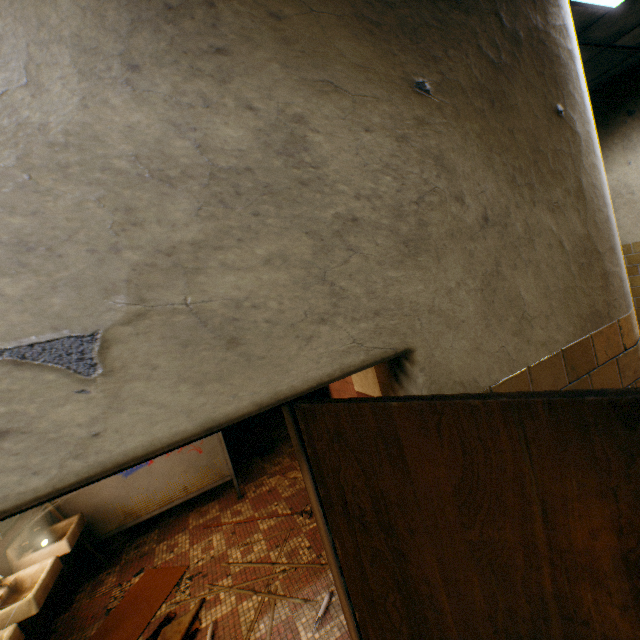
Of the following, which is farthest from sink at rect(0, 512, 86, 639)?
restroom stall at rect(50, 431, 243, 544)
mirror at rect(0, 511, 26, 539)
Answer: restroom stall at rect(50, 431, 243, 544)

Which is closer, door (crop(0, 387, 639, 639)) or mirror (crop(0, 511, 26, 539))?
door (crop(0, 387, 639, 639))

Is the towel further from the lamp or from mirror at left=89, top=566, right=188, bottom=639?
the lamp

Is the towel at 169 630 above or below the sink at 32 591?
below

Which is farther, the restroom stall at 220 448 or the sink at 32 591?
the restroom stall at 220 448

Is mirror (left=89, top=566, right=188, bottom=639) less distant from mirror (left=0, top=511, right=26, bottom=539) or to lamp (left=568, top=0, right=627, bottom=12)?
mirror (left=0, top=511, right=26, bottom=539)

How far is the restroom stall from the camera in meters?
3.9 m

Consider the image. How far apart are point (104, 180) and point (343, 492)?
1.0m
